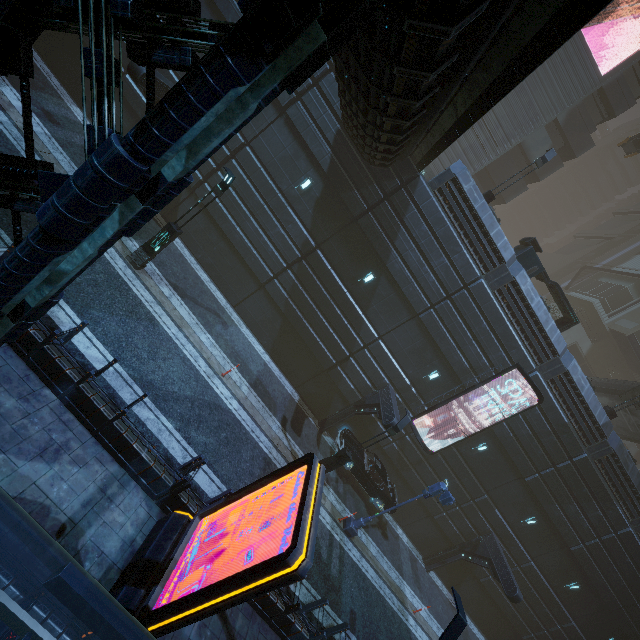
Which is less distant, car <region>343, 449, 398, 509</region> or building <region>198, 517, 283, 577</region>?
building <region>198, 517, 283, 577</region>

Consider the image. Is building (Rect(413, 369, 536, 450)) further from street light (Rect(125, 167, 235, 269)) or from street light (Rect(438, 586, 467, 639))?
street light (Rect(125, 167, 235, 269))

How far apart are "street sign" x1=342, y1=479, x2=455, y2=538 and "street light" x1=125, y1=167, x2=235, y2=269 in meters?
14.8 m

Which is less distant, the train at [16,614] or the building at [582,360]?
the train at [16,614]

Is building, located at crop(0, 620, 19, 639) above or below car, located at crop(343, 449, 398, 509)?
below

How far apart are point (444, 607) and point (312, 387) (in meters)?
16.30

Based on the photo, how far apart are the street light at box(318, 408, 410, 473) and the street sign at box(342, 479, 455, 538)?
2.8m

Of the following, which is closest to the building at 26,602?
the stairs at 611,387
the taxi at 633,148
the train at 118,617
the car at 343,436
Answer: the train at 118,617
